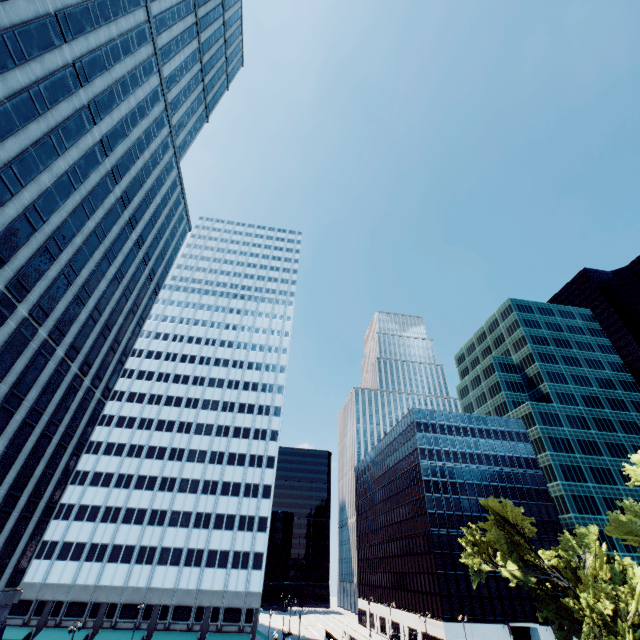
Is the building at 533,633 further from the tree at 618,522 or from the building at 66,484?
the building at 66,484

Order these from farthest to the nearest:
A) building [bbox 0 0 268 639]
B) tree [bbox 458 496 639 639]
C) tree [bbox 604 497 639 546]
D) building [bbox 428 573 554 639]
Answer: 1. building [bbox 428 573 554 639]
2. tree [bbox 604 497 639 546]
3. tree [bbox 458 496 639 639]
4. building [bbox 0 0 268 639]

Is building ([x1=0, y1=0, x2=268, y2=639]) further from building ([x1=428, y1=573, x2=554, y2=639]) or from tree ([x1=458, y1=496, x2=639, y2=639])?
building ([x1=428, y1=573, x2=554, y2=639])

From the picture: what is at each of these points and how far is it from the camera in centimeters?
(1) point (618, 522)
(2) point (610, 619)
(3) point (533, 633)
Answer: (1) tree, 3466cm
(2) tree, 3294cm
(3) building, 5788cm

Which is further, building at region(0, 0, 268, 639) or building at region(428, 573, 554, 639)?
building at region(428, 573, 554, 639)

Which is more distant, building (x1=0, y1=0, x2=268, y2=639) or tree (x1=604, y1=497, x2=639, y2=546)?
tree (x1=604, y1=497, x2=639, y2=546)
